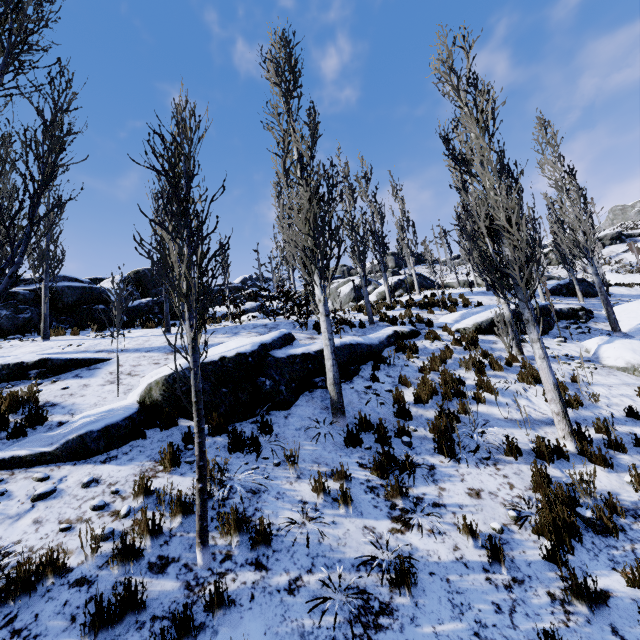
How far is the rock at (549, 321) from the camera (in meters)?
12.29

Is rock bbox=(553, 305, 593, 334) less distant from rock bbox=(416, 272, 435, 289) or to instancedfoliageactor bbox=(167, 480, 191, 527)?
instancedfoliageactor bbox=(167, 480, 191, 527)

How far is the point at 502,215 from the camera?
6.5m

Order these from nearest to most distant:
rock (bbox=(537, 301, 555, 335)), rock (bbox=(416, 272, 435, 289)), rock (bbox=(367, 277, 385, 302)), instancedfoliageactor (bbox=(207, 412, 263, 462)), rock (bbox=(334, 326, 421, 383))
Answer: instancedfoliageactor (bbox=(207, 412, 263, 462))
rock (bbox=(334, 326, 421, 383))
rock (bbox=(537, 301, 555, 335))
rock (bbox=(367, 277, 385, 302))
rock (bbox=(416, 272, 435, 289))

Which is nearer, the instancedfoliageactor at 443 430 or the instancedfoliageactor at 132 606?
A: the instancedfoliageactor at 132 606

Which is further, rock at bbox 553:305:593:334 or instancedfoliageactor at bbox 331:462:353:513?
rock at bbox 553:305:593:334

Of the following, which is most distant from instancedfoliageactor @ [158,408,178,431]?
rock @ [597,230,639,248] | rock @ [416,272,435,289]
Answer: rock @ [597,230,639,248]

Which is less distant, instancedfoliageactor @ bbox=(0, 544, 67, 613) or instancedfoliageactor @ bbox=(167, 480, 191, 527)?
instancedfoliageactor @ bbox=(0, 544, 67, 613)
